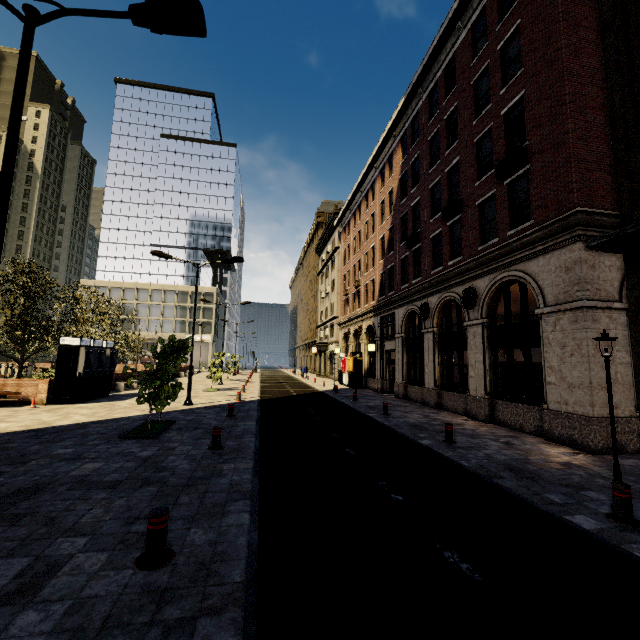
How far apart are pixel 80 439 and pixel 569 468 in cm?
1308

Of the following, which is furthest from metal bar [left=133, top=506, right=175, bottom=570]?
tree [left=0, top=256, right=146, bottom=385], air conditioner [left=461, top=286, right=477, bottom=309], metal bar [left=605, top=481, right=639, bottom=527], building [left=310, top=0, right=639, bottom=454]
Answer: air conditioner [left=461, top=286, right=477, bottom=309]

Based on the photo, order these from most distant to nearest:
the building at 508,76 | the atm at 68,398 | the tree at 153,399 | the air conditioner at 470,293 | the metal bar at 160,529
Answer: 1. the atm at 68,398
2. the air conditioner at 470,293
3. the tree at 153,399
4. the building at 508,76
5. the metal bar at 160,529

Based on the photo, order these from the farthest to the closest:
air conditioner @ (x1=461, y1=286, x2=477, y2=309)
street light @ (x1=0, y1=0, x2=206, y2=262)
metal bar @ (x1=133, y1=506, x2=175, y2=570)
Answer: air conditioner @ (x1=461, y1=286, x2=477, y2=309), street light @ (x1=0, y1=0, x2=206, y2=262), metal bar @ (x1=133, y1=506, x2=175, y2=570)

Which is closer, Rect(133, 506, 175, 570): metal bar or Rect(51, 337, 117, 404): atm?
Rect(133, 506, 175, 570): metal bar

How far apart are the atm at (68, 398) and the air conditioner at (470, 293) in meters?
18.5 m

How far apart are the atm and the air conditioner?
18.55m

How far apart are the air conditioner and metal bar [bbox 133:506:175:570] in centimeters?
1339cm
